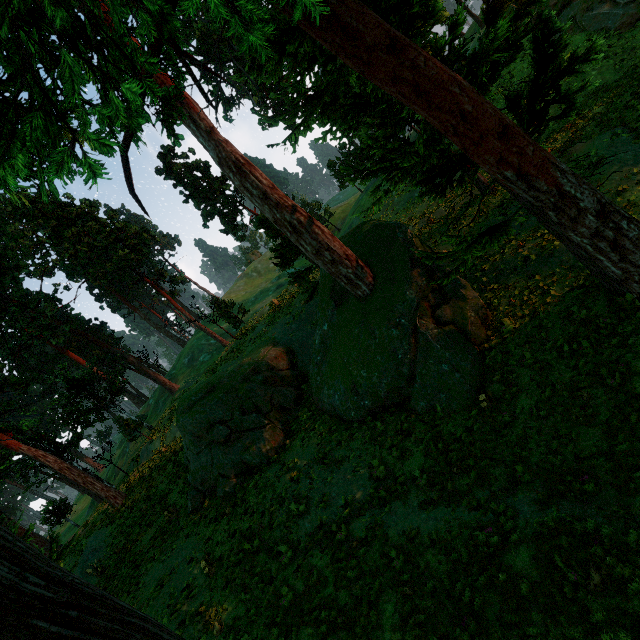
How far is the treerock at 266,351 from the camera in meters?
15.4

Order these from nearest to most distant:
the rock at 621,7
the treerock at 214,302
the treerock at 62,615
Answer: the treerock at 62,615 → the rock at 621,7 → the treerock at 214,302

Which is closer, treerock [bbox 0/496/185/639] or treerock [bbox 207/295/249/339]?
treerock [bbox 0/496/185/639]

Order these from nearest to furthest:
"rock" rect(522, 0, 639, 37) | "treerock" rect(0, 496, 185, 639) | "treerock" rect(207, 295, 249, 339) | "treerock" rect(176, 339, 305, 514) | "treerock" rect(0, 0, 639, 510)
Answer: "treerock" rect(0, 0, 639, 510), "treerock" rect(0, 496, 185, 639), "treerock" rect(176, 339, 305, 514), "rock" rect(522, 0, 639, 37), "treerock" rect(207, 295, 249, 339)

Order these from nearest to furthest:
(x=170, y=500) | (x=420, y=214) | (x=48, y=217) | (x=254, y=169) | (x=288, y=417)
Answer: (x=254, y=169) → (x=288, y=417) → (x=170, y=500) → (x=420, y=214) → (x=48, y=217)

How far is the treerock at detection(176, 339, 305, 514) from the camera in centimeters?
1538cm

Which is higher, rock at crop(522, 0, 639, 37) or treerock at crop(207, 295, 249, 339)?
treerock at crop(207, 295, 249, 339)
